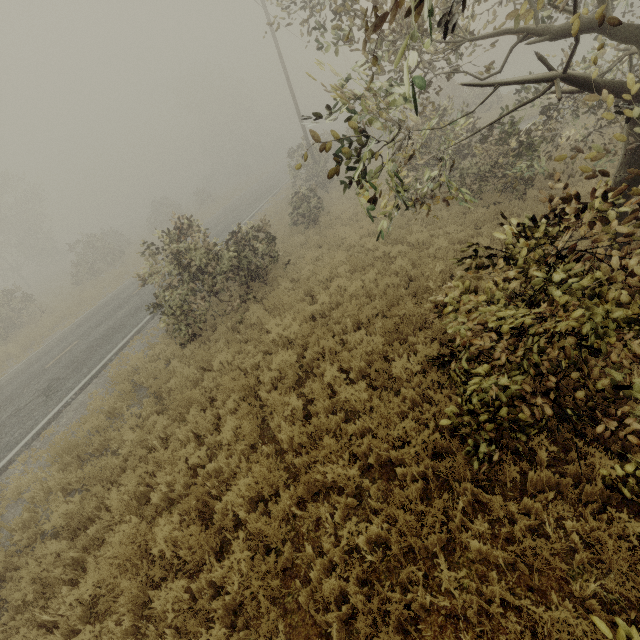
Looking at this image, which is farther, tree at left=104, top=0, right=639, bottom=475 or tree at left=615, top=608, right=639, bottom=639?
tree at left=104, top=0, right=639, bottom=475

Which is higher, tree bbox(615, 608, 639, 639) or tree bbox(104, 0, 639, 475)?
tree bbox(104, 0, 639, 475)

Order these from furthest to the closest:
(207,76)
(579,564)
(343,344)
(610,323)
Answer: (207,76) < (343,344) < (579,564) < (610,323)

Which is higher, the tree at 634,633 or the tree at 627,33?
the tree at 627,33

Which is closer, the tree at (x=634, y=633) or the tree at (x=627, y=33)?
the tree at (x=634, y=633)
